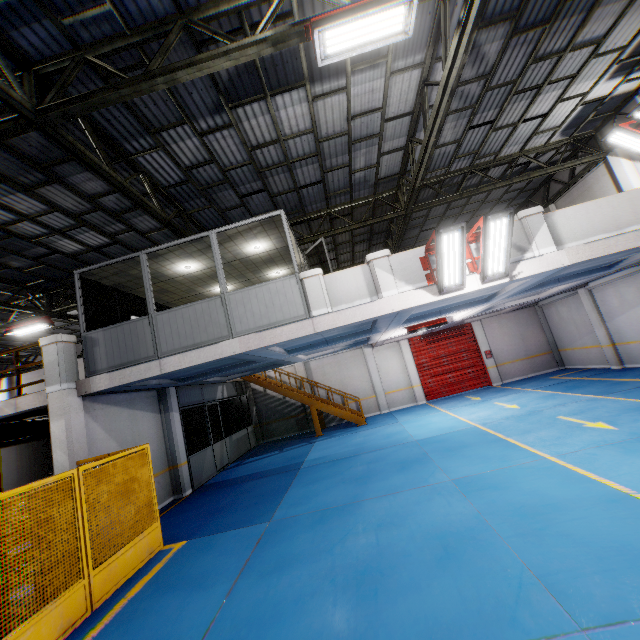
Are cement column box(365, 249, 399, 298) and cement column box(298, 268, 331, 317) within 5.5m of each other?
yes

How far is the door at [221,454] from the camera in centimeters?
1374cm

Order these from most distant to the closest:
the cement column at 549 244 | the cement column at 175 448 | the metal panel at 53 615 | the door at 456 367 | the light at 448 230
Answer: the door at 456 367
the cement column at 175 448
the cement column at 549 244
the light at 448 230
the metal panel at 53 615

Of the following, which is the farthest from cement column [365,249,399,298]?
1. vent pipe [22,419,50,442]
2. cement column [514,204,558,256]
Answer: vent pipe [22,419,50,442]

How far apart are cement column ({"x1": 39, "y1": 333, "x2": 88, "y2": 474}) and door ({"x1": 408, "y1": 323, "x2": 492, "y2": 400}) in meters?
15.6

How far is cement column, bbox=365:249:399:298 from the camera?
7.7 meters

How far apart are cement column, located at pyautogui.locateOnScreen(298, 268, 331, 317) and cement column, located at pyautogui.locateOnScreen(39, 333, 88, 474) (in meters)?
6.18

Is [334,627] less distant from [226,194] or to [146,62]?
[146,62]
